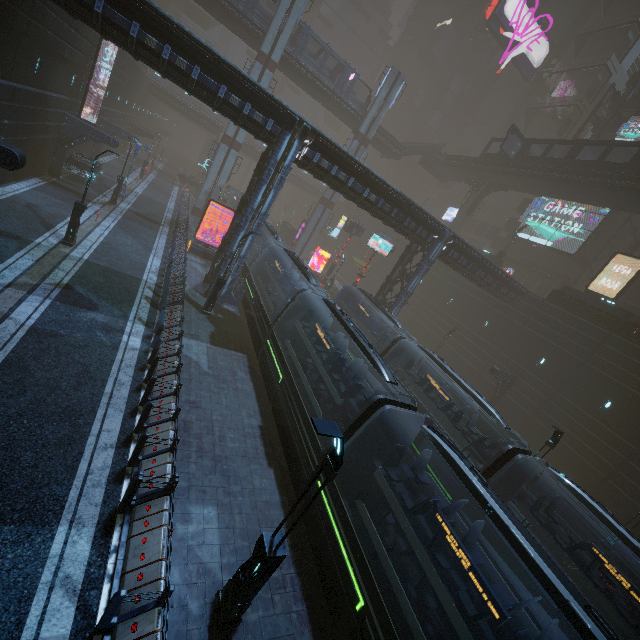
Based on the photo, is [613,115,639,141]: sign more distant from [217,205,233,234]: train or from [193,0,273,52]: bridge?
[217,205,233,234]: train

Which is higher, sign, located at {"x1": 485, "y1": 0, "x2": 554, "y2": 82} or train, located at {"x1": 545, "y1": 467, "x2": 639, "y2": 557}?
sign, located at {"x1": 485, "y1": 0, "x2": 554, "y2": 82}

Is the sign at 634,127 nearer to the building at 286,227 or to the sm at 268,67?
the building at 286,227

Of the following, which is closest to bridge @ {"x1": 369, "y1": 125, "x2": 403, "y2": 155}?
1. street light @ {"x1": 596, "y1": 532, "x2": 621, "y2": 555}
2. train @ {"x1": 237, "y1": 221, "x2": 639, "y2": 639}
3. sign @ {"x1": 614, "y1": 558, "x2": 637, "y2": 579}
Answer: train @ {"x1": 237, "y1": 221, "x2": 639, "y2": 639}

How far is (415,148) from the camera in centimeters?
4634cm

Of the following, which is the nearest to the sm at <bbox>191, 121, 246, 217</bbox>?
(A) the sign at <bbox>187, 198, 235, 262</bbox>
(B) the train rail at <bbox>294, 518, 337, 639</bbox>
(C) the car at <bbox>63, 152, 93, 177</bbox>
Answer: (B) the train rail at <bbox>294, 518, 337, 639</bbox>

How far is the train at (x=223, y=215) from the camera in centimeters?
3678cm

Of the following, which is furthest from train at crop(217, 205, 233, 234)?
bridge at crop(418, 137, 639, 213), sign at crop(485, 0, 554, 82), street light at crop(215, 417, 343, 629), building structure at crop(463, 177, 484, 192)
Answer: sign at crop(485, 0, 554, 82)
